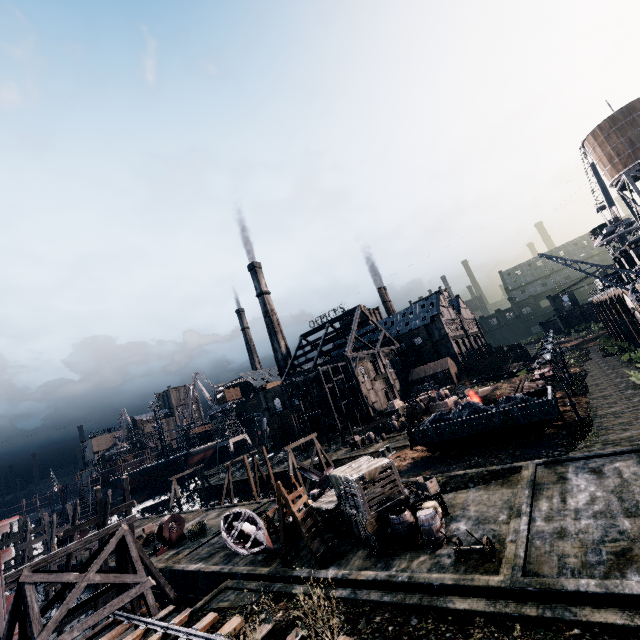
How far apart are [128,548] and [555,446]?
26.67m

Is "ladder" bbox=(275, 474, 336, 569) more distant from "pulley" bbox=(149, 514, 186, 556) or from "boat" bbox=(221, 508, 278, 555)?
"pulley" bbox=(149, 514, 186, 556)

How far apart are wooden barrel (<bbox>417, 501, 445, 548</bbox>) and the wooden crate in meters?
1.9

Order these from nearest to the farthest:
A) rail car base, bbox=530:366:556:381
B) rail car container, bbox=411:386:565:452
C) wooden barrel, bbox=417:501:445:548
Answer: wooden barrel, bbox=417:501:445:548, rail car container, bbox=411:386:565:452, rail car base, bbox=530:366:556:381

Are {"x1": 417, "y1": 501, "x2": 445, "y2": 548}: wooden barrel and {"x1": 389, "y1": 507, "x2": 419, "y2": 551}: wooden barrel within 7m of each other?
yes

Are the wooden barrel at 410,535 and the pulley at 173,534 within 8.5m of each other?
no

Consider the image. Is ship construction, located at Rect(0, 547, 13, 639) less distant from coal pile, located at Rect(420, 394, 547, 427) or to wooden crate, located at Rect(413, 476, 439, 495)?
wooden crate, located at Rect(413, 476, 439, 495)

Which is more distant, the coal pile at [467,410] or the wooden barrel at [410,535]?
the coal pile at [467,410]
